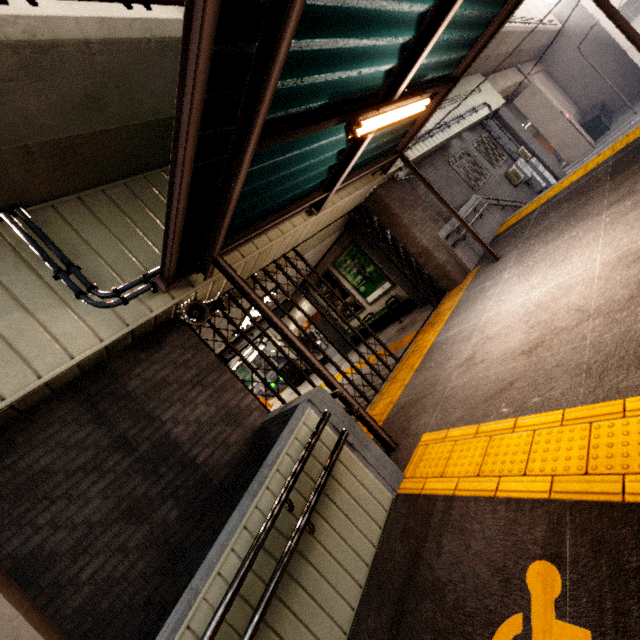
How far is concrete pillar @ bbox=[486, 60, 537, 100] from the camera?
16.23m

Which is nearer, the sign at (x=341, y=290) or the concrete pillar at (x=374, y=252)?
the concrete pillar at (x=374, y=252)

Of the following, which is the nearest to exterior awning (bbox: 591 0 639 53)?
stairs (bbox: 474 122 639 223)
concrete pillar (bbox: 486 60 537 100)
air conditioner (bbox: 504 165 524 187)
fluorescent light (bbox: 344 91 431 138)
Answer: fluorescent light (bbox: 344 91 431 138)

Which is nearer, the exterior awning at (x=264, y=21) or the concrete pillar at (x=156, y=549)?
the exterior awning at (x=264, y=21)

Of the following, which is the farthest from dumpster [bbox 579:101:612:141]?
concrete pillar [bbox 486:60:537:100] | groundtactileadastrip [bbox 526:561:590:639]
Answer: groundtactileadastrip [bbox 526:561:590:639]

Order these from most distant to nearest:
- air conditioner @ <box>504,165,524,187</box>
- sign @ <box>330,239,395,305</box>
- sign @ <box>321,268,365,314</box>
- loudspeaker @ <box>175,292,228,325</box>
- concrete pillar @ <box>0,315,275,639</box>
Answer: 1. air conditioner @ <box>504,165,524,187</box>
2. sign @ <box>321,268,365,314</box>
3. sign @ <box>330,239,395,305</box>
4. loudspeaker @ <box>175,292,228,325</box>
5. concrete pillar @ <box>0,315,275,639</box>

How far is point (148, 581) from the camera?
3.08m

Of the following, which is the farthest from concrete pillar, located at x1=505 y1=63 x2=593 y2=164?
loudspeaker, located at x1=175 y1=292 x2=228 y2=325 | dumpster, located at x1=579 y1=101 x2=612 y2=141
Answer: loudspeaker, located at x1=175 y1=292 x2=228 y2=325
